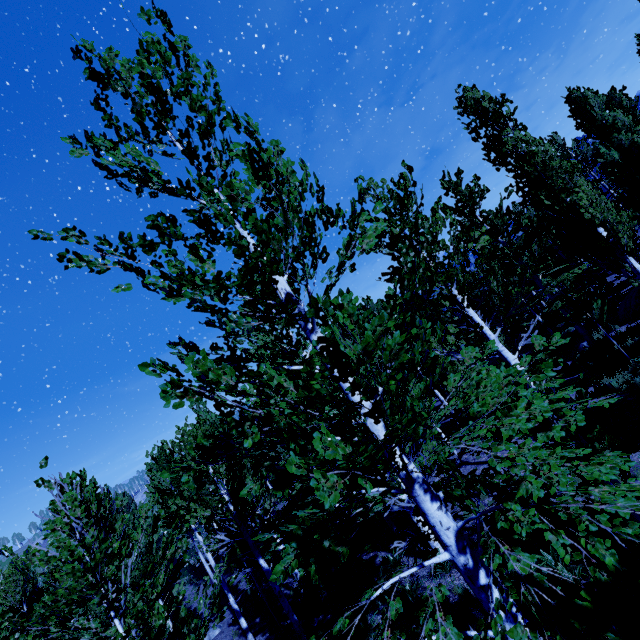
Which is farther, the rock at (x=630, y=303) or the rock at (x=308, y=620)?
the rock at (x=630, y=303)

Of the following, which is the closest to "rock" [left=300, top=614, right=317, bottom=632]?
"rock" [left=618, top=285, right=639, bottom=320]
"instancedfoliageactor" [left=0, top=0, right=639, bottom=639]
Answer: "instancedfoliageactor" [left=0, top=0, right=639, bottom=639]

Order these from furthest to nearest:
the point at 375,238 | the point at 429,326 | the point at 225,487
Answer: the point at 225,487 → the point at 375,238 → the point at 429,326

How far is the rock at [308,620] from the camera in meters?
10.4

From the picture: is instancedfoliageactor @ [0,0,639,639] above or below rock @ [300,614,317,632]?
above

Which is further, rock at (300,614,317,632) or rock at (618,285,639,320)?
rock at (618,285,639,320)

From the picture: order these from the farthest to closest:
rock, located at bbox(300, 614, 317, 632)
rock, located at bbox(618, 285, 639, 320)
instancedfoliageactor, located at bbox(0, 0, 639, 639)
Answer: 1. rock, located at bbox(618, 285, 639, 320)
2. rock, located at bbox(300, 614, 317, 632)
3. instancedfoliageactor, located at bbox(0, 0, 639, 639)
